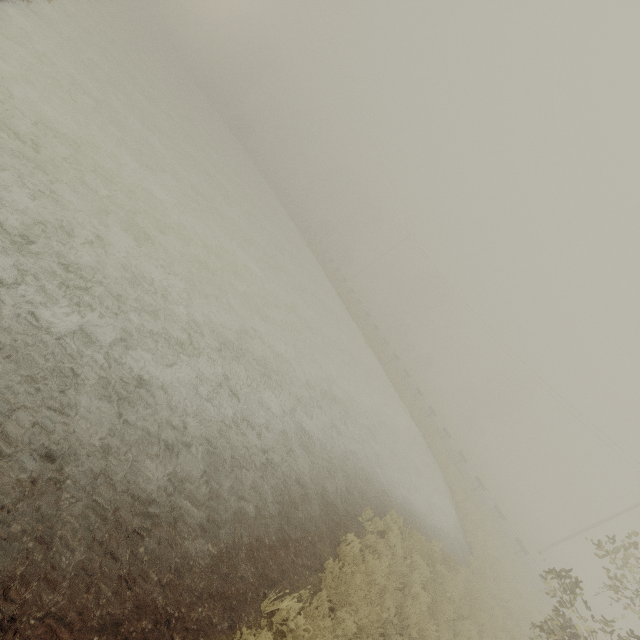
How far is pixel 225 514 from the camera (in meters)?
5.24
